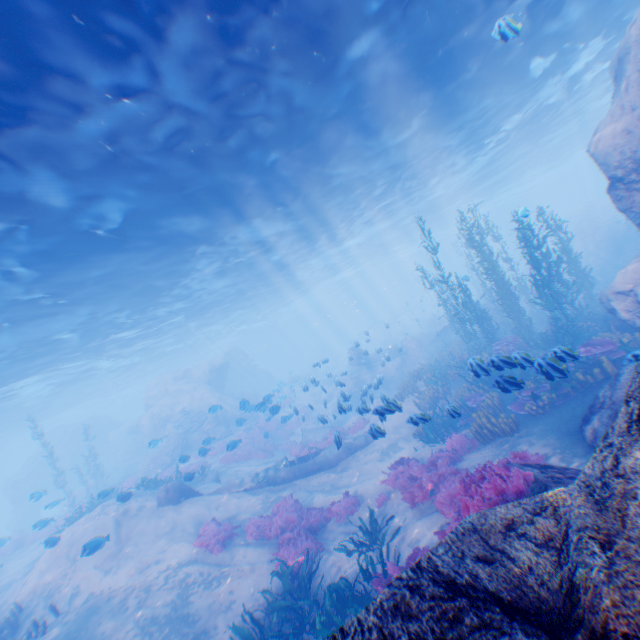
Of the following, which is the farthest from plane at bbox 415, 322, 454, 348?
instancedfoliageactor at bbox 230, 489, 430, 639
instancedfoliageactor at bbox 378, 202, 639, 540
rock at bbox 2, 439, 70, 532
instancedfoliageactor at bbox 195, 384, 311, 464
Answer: rock at bbox 2, 439, 70, 532

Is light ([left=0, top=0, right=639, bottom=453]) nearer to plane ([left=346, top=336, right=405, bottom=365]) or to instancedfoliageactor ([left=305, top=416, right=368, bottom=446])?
plane ([left=346, top=336, right=405, bottom=365])

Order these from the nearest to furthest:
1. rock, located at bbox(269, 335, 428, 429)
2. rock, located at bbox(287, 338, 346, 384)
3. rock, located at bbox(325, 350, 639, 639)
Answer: rock, located at bbox(325, 350, 639, 639)
rock, located at bbox(269, 335, 428, 429)
rock, located at bbox(287, 338, 346, 384)

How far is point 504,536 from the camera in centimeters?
274cm

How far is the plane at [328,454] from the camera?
14.2 meters

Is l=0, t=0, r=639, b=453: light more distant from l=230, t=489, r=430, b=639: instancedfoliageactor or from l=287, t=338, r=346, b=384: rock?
l=230, t=489, r=430, b=639: instancedfoliageactor

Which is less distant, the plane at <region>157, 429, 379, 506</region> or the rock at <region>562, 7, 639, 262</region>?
the rock at <region>562, 7, 639, 262</region>
